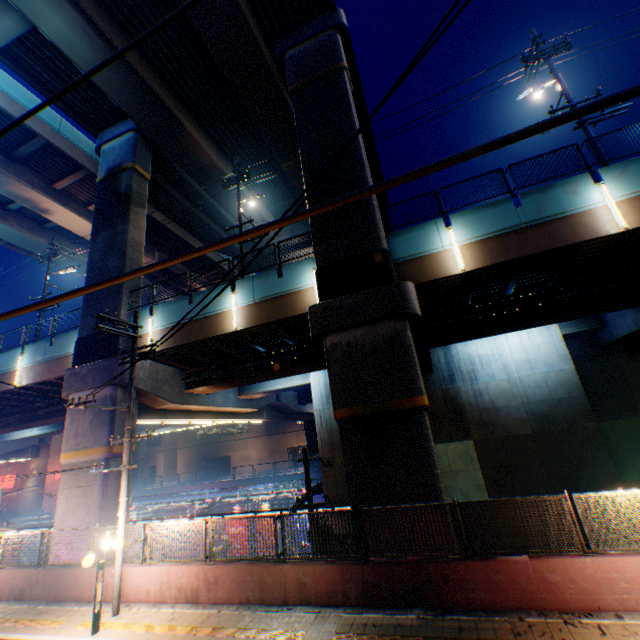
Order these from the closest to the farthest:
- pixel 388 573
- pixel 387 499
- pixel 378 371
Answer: pixel 388 573, pixel 387 499, pixel 378 371

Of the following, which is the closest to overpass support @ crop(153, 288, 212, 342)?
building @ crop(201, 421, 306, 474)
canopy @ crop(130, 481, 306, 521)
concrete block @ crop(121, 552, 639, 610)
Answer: concrete block @ crop(121, 552, 639, 610)

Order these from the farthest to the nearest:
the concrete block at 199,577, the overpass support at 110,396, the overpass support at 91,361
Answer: the overpass support at 91,361 → the overpass support at 110,396 → the concrete block at 199,577

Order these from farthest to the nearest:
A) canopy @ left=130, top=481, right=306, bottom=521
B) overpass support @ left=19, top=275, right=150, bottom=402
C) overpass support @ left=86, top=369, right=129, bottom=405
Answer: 1. canopy @ left=130, top=481, right=306, bottom=521
2. overpass support @ left=19, top=275, right=150, bottom=402
3. overpass support @ left=86, top=369, right=129, bottom=405

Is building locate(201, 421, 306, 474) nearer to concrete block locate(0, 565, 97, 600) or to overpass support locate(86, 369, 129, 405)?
overpass support locate(86, 369, 129, 405)

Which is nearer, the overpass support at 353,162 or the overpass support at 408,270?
Answer: the overpass support at 408,270

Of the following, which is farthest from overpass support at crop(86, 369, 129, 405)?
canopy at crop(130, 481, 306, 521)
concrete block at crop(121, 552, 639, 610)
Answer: canopy at crop(130, 481, 306, 521)

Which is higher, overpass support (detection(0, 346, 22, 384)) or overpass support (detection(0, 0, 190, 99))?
overpass support (detection(0, 0, 190, 99))
